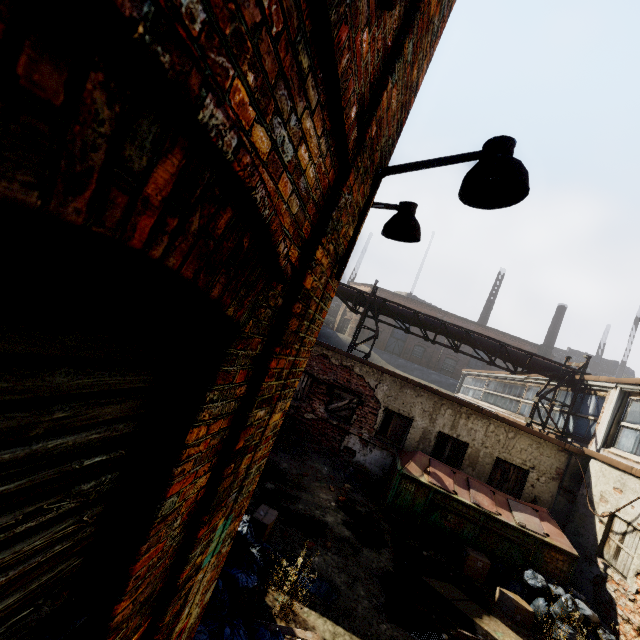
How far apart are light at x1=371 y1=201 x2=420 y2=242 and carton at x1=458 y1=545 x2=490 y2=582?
8.2m

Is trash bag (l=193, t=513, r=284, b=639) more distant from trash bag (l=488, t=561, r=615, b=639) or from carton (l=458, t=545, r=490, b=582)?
trash bag (l=488, t=561, r=615, b=639)

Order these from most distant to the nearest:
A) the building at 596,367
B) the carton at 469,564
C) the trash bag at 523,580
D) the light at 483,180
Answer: the building at 596,367
the carton at 469,564
the trash bag at 523,580
the light at 483,180

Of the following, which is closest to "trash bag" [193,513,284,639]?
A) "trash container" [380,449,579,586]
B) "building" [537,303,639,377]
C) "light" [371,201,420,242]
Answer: "light" [371,201,420,242]

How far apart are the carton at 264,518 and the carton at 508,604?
5.3m

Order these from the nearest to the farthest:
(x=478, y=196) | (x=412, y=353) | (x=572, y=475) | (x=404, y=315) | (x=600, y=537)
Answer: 1. (x=478, y=196)
2. (x=600, y=537)
3. (x=572, y=475)
4. (x=404, y=315)
5. (x=412, y=353)

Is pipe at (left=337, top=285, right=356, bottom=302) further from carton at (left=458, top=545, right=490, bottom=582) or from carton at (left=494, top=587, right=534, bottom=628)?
carton at (left=494, top=587, right=534, bottom=628)

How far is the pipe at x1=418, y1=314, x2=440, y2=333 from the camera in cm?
1326
